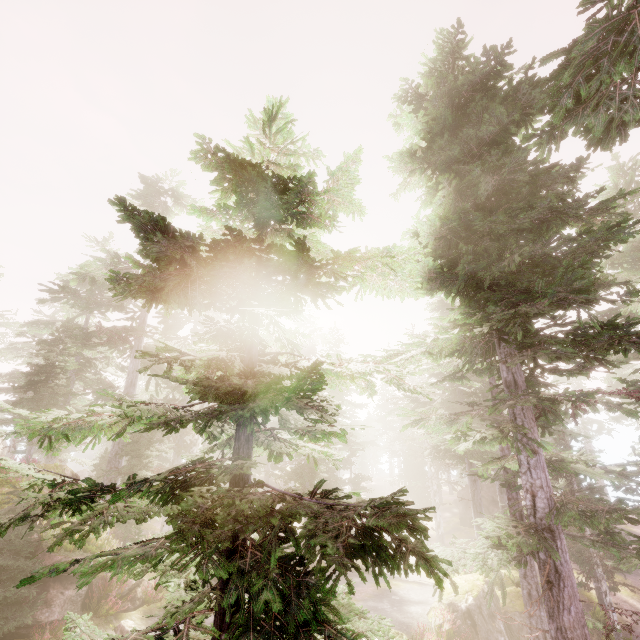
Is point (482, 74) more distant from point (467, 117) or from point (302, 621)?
point (302, 621)

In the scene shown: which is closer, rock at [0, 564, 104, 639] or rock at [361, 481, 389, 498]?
rock at [0, 564, 104, 639]

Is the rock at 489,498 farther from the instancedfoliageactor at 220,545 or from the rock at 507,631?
the rock at 507,631

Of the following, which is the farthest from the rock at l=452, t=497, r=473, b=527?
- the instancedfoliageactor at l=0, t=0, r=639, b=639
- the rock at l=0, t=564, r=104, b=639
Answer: the rock at l=0, t=564, r=104, b=639

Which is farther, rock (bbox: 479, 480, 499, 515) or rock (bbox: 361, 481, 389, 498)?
rock (bbox: 361, 481, 389, 498)

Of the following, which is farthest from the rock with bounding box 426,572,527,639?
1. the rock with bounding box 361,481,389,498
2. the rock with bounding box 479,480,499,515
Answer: A: the rock with bounding box 361,481,389,498

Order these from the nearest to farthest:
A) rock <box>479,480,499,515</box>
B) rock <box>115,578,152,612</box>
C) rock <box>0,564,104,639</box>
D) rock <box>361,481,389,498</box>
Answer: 1. rock <box>0,564,104,639</box>
2. rock <box>115,578,152,612</box>
3. rock <box>479,480,499,515</box>
4. rock <box>361,481,389,498</box>
